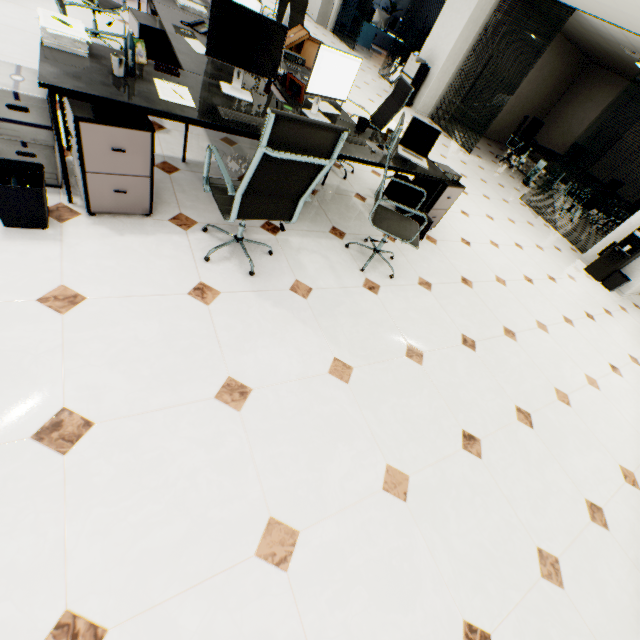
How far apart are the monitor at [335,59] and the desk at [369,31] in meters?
14.2

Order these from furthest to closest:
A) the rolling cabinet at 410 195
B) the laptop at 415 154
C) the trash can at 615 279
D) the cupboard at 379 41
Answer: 1. the cupboard at 379 41
2. the trash can at 615 279
3. the rolling cabinet at 410 195
4. the laptop at 415 154

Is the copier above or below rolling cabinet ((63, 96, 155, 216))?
above

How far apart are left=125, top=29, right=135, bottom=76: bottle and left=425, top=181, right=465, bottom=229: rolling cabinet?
3.03m

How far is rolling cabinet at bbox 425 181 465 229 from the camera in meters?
3.7 m

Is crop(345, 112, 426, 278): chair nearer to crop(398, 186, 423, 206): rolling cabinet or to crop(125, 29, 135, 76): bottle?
crop(398, 186, 423, 206): rolling cabinet

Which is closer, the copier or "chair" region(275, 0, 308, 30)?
"chair" region(275, 0, 308, 30)

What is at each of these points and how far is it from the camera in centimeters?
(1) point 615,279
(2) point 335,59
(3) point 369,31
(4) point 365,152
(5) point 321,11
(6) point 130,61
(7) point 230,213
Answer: (1) trash can, 565cm
(2) monitor, 261cm
(3) desk, 1331cm
(4) table, 292cm
(5) cupboard, 1232cm
(6) bottle, 198cm
(7) chair, 207cm
